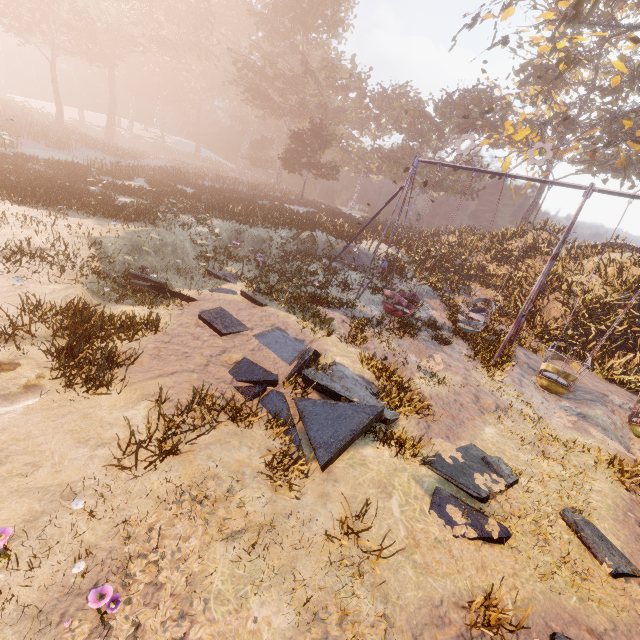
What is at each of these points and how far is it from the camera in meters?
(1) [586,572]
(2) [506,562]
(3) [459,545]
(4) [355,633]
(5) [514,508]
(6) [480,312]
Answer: (1) instancedfoliageactor, 4.9 m
(2) instancedfoliageactor, 4.8 m
(3) instancedfoliageactor, 4.8 m
(4) instancedfoliageactor, 3.4 m
(5) instancedfoliageactor, 5.7 m
(6) swing, 14.6 m

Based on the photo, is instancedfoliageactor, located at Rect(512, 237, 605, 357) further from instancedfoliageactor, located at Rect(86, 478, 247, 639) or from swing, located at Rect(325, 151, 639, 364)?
instancedfoliageactor, located at Rect(86, 478, 247, 639)

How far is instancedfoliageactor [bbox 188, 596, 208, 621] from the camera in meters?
3.2

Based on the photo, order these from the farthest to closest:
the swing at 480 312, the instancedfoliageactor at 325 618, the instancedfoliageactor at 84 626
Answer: the swing at 480 312 → the instancedfoliageactor at 325 618 → the instancedfoliageactor at 84 626

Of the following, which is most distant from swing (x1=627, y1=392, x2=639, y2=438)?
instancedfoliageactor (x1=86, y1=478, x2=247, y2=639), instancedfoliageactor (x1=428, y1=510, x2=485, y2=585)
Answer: instancedfoliageactor (x1=86, y1=478, x2=247, y2=639)

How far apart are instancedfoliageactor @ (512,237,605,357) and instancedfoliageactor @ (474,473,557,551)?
14.1m

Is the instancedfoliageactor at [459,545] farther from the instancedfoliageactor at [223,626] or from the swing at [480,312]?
the swing at [480,312]

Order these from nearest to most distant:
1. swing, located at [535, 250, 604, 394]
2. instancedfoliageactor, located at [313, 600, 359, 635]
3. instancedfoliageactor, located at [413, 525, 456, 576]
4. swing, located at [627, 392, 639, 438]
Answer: instancedfoliageactor, located at [313, 600, 359, 635] → instancedfoliageactor, located at [413, 525, 456, 576] → swing, located at [627, 392, 639, 438] → swing, located at [535, 250, 604, 394]
